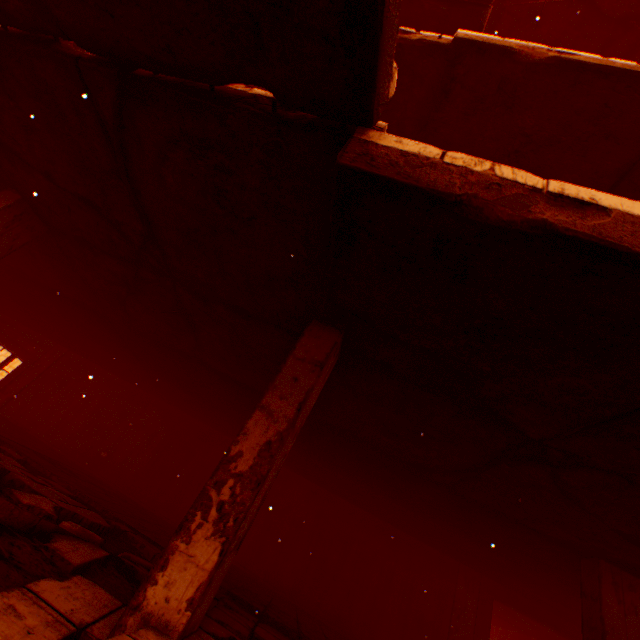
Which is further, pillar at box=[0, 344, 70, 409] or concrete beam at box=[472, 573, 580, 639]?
pillar at box=[0, 344, 70, 409]

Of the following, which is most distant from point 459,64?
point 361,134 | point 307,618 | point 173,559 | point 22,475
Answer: point 307,618

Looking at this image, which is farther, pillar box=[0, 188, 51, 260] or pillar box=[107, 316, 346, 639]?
pillar box=[0, 188, 51, 260]

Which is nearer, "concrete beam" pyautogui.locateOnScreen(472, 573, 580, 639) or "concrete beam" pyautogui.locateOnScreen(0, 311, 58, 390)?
"concrete beam" pyautogui.locateOnScreen(472, 573, 580, 639)

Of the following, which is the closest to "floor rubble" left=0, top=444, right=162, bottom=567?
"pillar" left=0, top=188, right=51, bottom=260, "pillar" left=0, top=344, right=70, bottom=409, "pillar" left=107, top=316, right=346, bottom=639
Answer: "pillar" left=0, top=188, right=51, bottom=260

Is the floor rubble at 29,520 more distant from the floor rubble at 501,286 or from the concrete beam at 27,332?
the concrete beam at 27,332

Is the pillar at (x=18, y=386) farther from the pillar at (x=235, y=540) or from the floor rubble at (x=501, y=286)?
the pillar at (x=235, y=540)

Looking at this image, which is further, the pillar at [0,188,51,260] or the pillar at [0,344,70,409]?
the pillar at [0,344,70,409]
